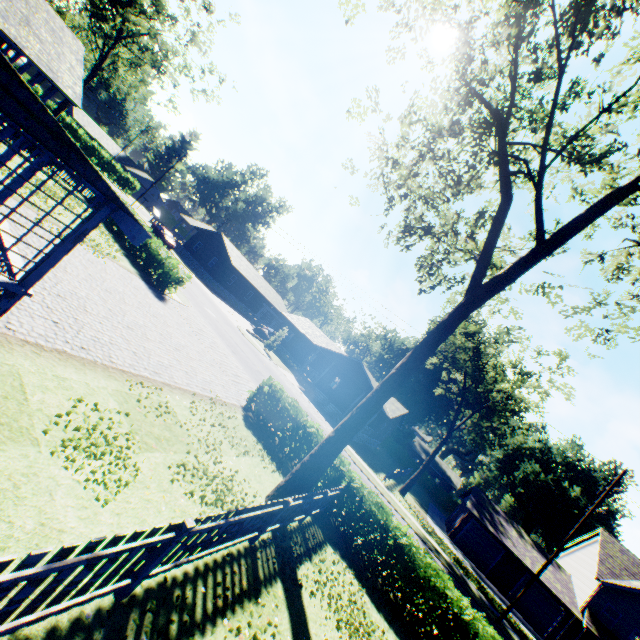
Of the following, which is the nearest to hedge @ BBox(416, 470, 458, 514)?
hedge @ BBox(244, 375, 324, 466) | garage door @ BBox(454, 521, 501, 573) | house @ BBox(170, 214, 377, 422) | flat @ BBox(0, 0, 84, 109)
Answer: house @ BBox(170, 214, 377, 422)

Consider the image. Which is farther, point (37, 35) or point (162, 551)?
point (37, 35)

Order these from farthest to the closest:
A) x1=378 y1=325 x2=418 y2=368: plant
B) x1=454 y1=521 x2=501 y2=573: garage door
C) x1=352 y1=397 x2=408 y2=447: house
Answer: x1=378 y1=325 x2=418 y2=368: plant < x1=352 y1=397 x2=408 y2=447: house < x1=454 y1=521 x2=501 y2=573: garage door

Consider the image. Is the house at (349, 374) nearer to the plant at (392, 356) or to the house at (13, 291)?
the plant at (392, 356)

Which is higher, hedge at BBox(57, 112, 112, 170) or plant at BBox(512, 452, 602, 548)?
plant at BBox(512, 452, 602, 548)

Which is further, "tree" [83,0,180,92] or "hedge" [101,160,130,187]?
"hedge" [101,160,130,187]

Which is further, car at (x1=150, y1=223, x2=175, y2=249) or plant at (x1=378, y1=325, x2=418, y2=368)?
plant at (x1=378, y1=325, x2=418, y2=368)

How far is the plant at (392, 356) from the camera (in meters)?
56.03
